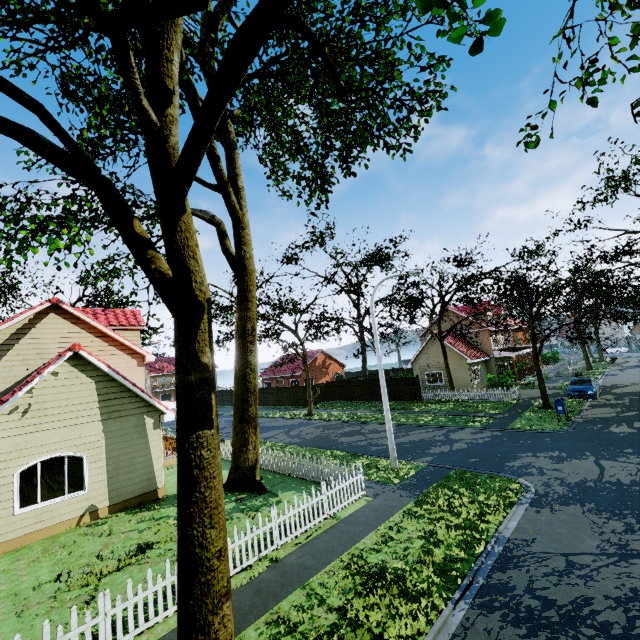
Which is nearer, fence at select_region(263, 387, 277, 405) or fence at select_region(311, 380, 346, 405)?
fence at select_region(311, 380, 346, 405)

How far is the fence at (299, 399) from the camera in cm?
3756

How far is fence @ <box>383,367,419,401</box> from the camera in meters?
31.1 m

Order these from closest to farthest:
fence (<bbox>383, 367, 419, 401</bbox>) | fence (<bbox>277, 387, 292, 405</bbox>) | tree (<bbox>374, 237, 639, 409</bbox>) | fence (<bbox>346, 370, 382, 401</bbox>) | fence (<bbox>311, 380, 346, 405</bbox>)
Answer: tree (<bbox>374, 237, 639, 409</bbox>) → fence (<bbox>383, 367, 419, 401</bbox>) → fence (<bbox>346, 370, 382, 401</bbox>) → fence (<bbox>311, 380, 346, 405</bbox>) → fence (<bbox>277, 387, 292, 405</bbox>)

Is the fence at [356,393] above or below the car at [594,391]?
above

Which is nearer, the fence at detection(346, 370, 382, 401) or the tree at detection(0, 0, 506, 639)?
the tree at detection(0, 0, 506, 639)

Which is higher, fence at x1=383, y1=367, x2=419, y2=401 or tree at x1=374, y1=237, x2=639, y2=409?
tree at x1=374, y1=237, x2=639, y2=409

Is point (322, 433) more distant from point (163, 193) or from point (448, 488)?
point (163, 193)
